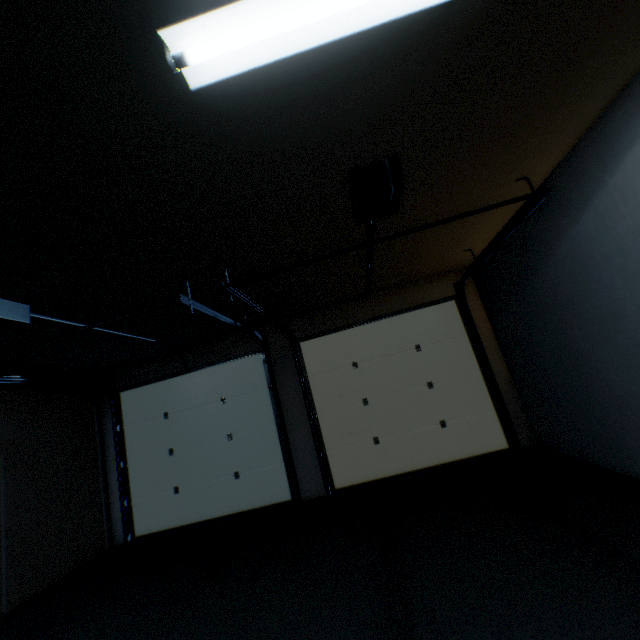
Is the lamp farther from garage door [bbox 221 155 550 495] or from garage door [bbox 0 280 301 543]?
garage door [bbox 0 280 301 543]

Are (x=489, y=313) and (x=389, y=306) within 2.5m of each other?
yes

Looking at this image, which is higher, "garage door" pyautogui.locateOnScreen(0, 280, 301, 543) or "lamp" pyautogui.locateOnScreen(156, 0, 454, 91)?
"lamp" pyautogui.locateOnScreen(156, 0, 454, 91)

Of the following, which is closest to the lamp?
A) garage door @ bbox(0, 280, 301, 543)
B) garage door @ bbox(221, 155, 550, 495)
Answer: garage door @ bbox(221, 155, 550, 495)

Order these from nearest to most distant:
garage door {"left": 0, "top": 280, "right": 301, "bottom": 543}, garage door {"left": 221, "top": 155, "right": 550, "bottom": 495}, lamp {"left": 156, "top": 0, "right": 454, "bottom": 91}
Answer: lamp {"left": 156, "top": 0, "right": 454, "bottom": 91} → garage door {"left": 221, "top": 155, "right": 550, "bottom": 495} → garage door {"left": 0, "top": 280, "right": 301, "bottom": 543}

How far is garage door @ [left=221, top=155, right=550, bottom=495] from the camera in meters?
2.4

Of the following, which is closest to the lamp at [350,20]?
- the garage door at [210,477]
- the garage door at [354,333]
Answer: the garage door at [354,333]
